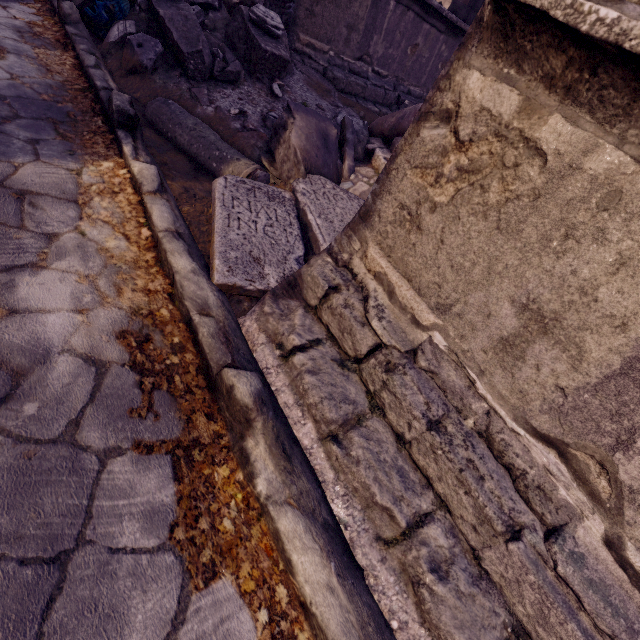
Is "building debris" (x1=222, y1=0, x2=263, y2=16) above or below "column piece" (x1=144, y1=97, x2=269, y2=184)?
above

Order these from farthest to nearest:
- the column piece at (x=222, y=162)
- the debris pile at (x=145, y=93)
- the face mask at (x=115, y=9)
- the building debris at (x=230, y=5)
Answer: the building debris at (x=230, y=5) → the face mask at (x=115, y=9) → the column piece at (x=222, y=162) → the debris pile at (x=145, y=93)

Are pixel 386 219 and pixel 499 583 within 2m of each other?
yes

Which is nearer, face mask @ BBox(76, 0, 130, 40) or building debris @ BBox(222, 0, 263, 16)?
face mask @ BBox(76, 0, 130, 40)

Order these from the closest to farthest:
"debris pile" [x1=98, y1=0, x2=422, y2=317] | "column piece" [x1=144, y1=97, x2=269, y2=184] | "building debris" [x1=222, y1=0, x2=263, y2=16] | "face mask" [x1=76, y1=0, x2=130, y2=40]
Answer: "debris pile" [x1=98, y1=0, x2=422, y2=317] → "column piece" [x1=144, y1=97, x2=269, y2=184] → "face mask" [x1=76, y1=0, x2=130, y2=40] → "building debris" [x1=222, y1=0, x2=263, y2=16]

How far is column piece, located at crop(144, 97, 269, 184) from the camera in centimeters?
255cm

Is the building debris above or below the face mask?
above

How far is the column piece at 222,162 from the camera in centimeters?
255cm
